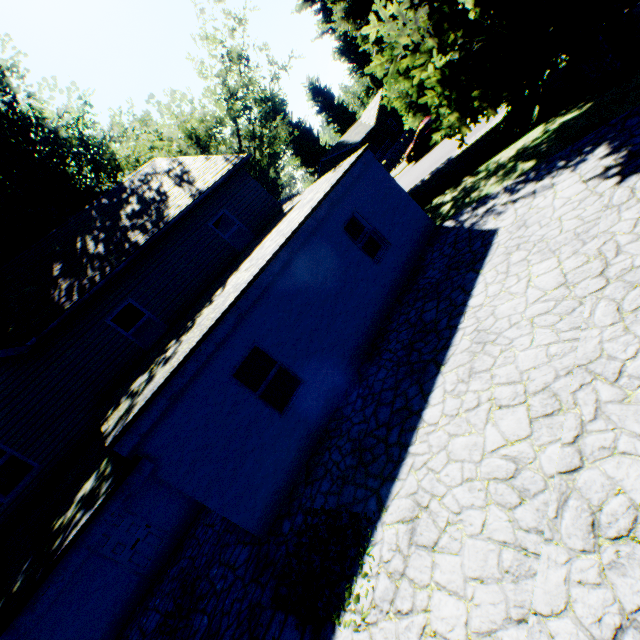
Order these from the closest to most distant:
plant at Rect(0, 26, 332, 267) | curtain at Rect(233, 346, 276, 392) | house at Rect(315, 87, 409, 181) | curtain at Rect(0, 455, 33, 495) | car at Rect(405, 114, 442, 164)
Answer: curtain at Rect(233, 346, 276, 392), curtain at Rect(0, 455, 33, 495), plant at Rect(0, 26, 332, 267), car at Rect(405, 114, 442, 164), house at Rect(315, 87, 409, 181)

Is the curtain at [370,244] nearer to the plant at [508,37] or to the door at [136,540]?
the plant at [508,37]

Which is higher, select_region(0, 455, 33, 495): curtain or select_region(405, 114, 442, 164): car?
select_region(0, 455, 33, 495): curtain

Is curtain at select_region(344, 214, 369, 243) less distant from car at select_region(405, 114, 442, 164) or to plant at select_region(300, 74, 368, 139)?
plant at select_region(300, 74, 368, 139)

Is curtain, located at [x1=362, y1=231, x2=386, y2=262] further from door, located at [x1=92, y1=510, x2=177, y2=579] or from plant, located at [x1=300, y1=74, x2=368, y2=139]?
door, located at [x1=92, y1=510, x2=177, y2=579]

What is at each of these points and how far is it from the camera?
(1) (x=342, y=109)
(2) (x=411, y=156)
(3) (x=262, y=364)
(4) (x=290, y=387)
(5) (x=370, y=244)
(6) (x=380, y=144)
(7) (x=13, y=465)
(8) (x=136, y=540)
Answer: (1) plant, 52.9 meters
(2) car, 23.6 meters
(3) curtain, 7.3 meters
(4) curtain, 7.6 meters
(5) curtain, 9.8 meters
(6) house, 40.9 meters
(7) curtain, 8.8 meters
(8) door, 9.4 meters

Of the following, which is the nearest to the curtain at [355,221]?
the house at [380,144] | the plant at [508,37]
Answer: the plant at [508,37]

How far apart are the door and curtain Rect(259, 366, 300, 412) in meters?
6.1
